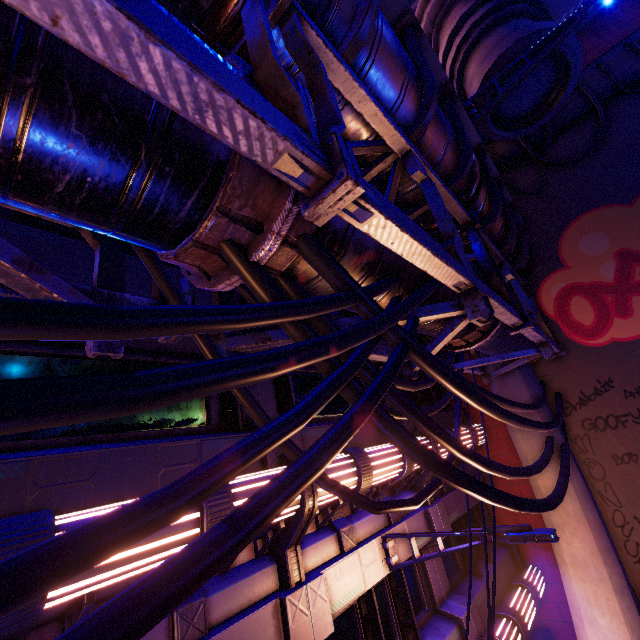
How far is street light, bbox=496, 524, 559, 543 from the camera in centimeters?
495cm

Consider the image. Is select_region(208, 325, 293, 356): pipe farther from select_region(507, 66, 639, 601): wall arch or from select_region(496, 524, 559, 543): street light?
select_region(496, 524, 559, 543): street light

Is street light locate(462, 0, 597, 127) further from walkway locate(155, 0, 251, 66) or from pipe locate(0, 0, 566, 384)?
pipe locate(0, 0, 566, 384)

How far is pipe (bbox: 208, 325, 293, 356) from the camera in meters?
3.1

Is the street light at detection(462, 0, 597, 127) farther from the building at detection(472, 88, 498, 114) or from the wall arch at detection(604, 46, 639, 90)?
the wall arch at detection(604, 46, 639, 90)

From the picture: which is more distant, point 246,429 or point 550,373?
point 550,373

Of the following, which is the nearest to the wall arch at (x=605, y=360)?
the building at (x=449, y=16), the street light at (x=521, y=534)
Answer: the building at (x=449, y=16)

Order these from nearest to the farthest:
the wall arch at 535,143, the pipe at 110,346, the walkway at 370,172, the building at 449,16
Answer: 1. the pipe at 110,346
2. the walkway at 370,172
3. the building at 449,16
4. the wall arch at 535,143
